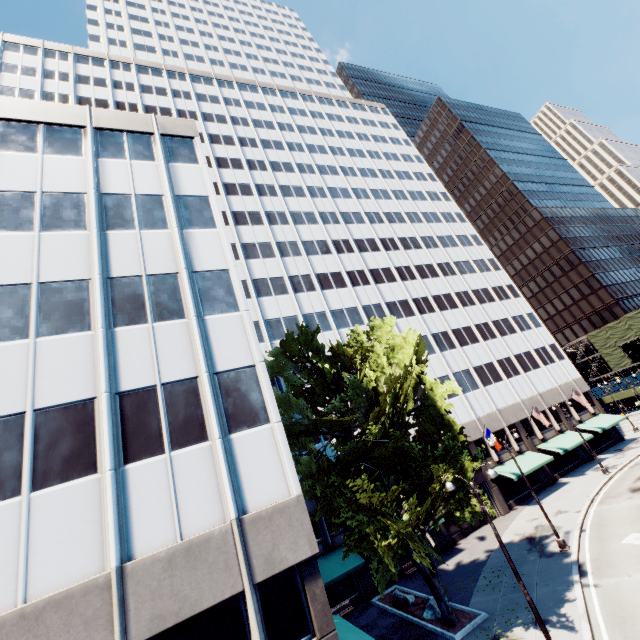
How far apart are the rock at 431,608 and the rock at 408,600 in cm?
159

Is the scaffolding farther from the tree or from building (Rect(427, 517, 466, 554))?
the tree

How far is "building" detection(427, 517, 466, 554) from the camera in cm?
2820

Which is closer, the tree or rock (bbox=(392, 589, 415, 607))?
the tree

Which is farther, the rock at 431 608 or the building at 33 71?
the rock at 431 608

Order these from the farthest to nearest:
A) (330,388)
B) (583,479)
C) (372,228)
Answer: (372,228)
(583,479)
(330,388)

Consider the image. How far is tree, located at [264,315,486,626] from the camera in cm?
1450
